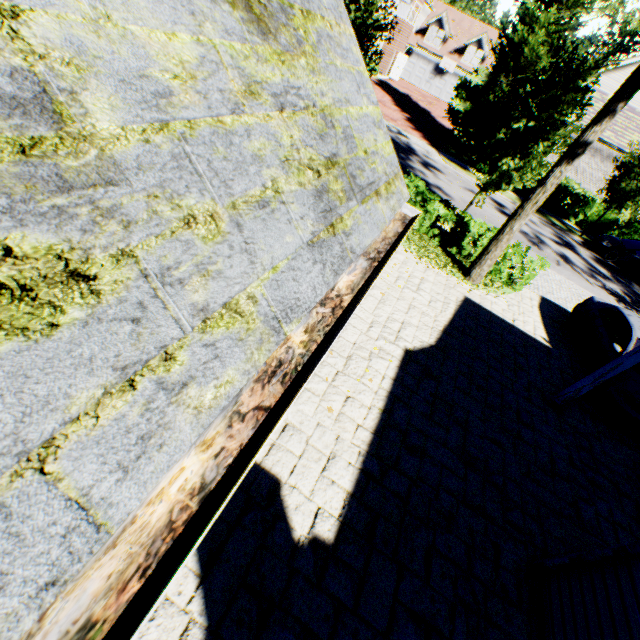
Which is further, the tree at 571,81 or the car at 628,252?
the car at 628,252

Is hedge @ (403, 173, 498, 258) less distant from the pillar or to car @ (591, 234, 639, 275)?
the pillar

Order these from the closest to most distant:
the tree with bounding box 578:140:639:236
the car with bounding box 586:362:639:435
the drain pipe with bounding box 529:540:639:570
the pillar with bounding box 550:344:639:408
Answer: the drain pipe with bounding box 529:540:639:570
the pillar with bounding box 550:344:639:408
the car with bounding box 586:362:639:435
the tree with bounding box 578:140:639:236

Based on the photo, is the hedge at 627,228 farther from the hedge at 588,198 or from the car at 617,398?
the car at 617,398

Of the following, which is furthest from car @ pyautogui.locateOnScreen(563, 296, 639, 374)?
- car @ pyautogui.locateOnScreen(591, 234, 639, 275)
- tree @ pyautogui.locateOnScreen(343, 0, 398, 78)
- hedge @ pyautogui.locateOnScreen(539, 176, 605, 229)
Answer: hedge @ pyautogui.locateOnScreen(539, 176, 605, 229)

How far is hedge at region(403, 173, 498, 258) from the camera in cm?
1128

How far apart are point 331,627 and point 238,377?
4.0m

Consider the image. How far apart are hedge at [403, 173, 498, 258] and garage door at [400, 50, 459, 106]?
36.60m
